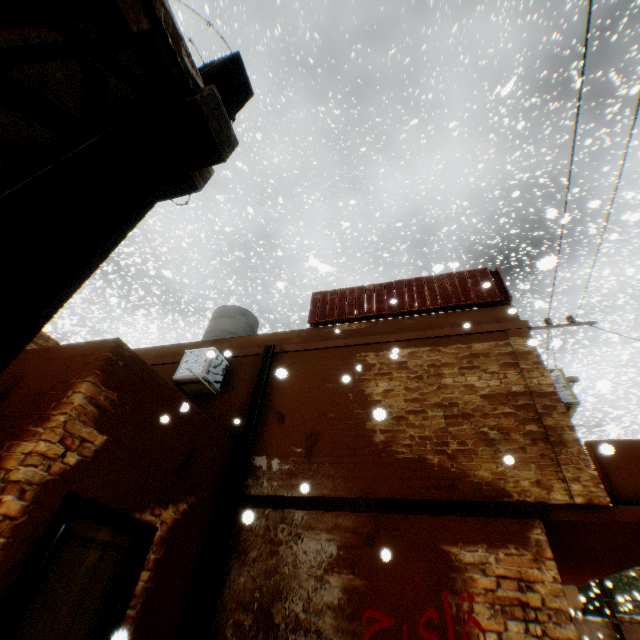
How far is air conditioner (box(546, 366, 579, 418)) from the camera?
5.9m

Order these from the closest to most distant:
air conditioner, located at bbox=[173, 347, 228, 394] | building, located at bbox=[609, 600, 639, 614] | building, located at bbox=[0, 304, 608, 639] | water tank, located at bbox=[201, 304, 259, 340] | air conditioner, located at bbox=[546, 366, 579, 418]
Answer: building, located at bbox=[0, 304, 608, 639]
air conditioner, located at bbox=[546, 366, 579, 418]
air conditioner, located at bbox=[173, 347, 228, 394]
water tank, located at bbox=[201, 304, 259, 340]
building, located at bbox=[609, 600, 639, 614]

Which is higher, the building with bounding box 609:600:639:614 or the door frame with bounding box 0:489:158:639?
the building with bounding box 609:600:639:614

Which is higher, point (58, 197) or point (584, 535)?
point (584, 535)

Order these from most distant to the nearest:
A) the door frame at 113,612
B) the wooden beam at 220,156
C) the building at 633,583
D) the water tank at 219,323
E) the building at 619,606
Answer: the building at 633,583
the building at 619,606
the water tank at 219,323
the door frame at 113,612
the wooden beam at 220,156

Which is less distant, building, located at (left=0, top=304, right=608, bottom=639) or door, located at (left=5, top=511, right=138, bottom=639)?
door, located at (left=5, top=511, right=138, bottom=639)

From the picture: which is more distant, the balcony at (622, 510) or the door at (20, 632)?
the balcony at (622, 510)
